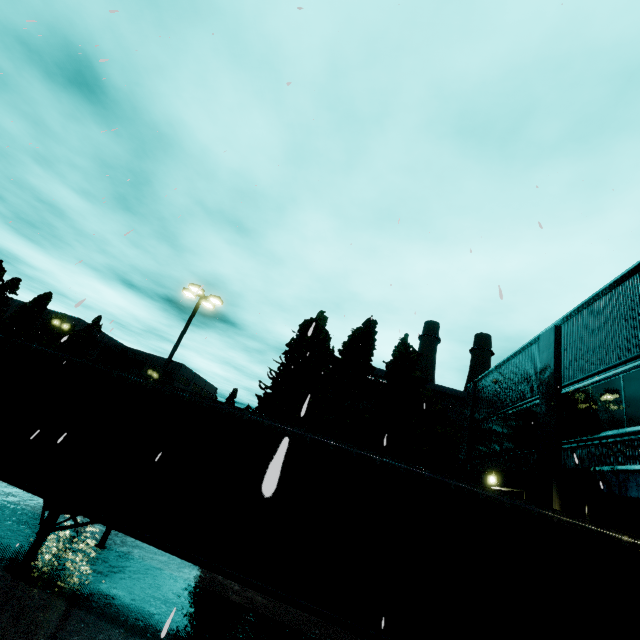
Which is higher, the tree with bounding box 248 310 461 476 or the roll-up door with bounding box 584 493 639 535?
the tree with bounding box 248 310 461 476

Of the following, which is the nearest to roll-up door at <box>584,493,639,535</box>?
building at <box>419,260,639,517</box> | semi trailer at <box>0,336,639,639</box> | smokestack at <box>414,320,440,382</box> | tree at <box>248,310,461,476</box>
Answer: building at <box>419,260,639,517</box>

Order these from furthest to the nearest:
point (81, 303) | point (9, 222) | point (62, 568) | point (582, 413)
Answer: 1. point (582, 413)
2. point (9, 222)
3. point (62, 568)
4. point (81, 303)

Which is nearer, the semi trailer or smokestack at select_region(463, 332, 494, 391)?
the semi trailer

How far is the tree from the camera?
21.0 meters

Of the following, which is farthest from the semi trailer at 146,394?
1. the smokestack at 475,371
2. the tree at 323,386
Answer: the smokestack at 475,371

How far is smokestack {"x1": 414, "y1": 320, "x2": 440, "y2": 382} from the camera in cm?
4566

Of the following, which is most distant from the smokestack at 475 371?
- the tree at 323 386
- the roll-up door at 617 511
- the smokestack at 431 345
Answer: the roll-up door at 617 511
